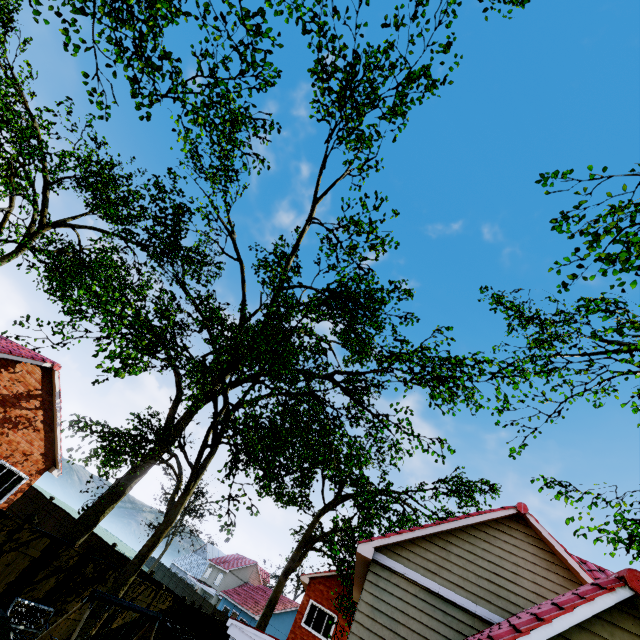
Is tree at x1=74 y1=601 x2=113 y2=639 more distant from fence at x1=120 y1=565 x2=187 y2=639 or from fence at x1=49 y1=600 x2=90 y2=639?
fence at x1=49 y1=600 x2=90 y2=639

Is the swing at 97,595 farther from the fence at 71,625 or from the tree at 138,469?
the tree at 138,469

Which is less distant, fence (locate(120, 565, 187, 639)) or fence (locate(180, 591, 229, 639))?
fence (locate(120, 565, 187, 639))

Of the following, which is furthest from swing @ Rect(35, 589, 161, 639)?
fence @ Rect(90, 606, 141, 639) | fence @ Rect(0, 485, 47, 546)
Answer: fence @ Rect(90, 606, 141, 639)

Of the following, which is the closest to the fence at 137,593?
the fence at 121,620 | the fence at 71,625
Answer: the fence at 121,620

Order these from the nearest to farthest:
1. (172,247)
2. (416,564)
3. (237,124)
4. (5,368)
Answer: (237,124) < (416,564) < (172,247) < (5,368)

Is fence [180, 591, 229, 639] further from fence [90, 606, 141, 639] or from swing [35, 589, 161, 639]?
swing [35, 589, 161, 639]

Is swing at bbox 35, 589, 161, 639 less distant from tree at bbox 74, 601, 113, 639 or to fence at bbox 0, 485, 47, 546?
fence at bbox 0, 485, 47, 546
